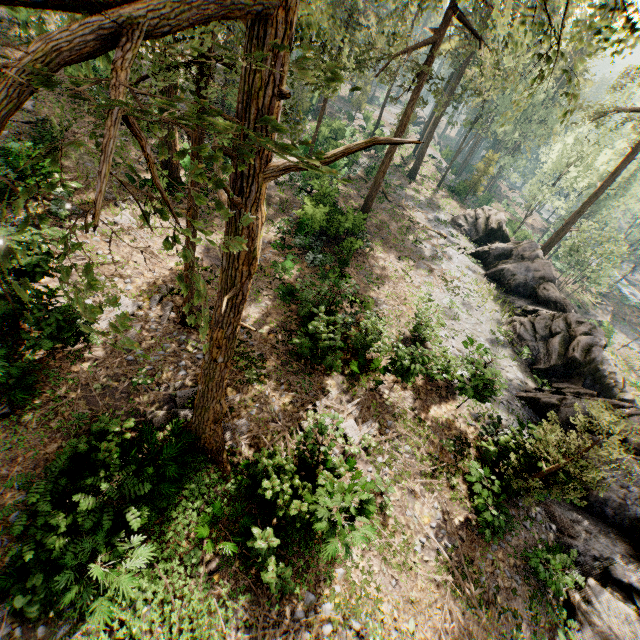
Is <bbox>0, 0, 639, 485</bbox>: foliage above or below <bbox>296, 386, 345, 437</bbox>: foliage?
above

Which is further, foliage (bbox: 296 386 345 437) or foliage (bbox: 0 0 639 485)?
foliage (bbox: 296 386 345 437)

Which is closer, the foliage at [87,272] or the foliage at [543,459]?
the foliage at [87,272]

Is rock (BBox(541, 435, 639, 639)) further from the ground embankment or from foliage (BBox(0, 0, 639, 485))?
the ground embankment

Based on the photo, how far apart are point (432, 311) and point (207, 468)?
13.6m

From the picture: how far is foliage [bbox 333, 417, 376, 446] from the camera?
12.9 meters

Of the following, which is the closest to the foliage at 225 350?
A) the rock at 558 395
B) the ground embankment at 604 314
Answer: the rock at 558 395
